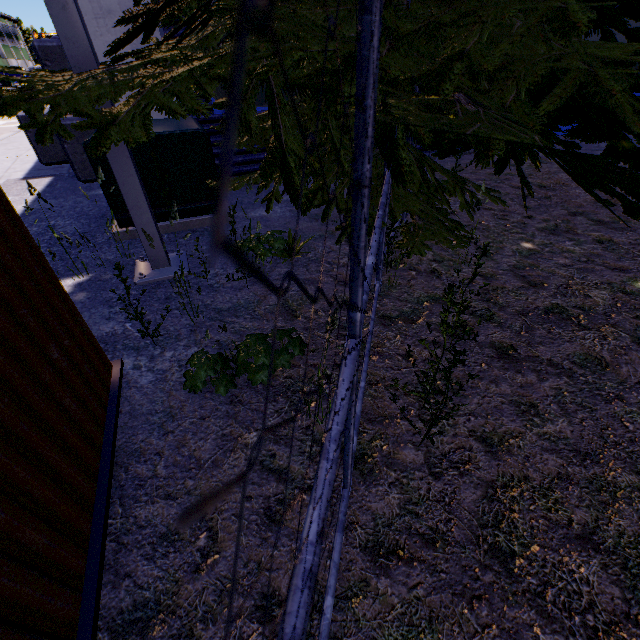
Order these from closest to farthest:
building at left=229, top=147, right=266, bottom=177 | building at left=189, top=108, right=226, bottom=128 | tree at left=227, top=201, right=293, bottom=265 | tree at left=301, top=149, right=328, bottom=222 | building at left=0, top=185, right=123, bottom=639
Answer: building at left=0, top=185, right=123, bottom=639 → tree at left=301, top=149, right=328, bottom=222 → tree at left=227, top=201, right=293, bottom=265 → building at left=189, top=108, right=226, bottom=128 → building at left=229, top=147, right=266, bottom=177

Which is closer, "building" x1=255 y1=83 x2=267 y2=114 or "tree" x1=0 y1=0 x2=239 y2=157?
"tree" x1=0 y1=0 x2=239 y2=157

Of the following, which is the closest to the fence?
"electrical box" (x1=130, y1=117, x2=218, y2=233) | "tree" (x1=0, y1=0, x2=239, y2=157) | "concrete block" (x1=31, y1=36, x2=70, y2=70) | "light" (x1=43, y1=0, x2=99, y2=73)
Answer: "tree" (x1=0, y1=0, x2=239, y2=157)

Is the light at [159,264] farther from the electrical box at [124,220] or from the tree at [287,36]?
the electrical box at [124,220]

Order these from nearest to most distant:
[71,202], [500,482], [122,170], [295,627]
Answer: [295,627] → [500,482] → [122,170] → [71,202]

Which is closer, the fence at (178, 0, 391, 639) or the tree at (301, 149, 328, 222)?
the fence at (178, 0, 391, 639)

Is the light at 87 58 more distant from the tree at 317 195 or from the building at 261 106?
the building at 261 106
